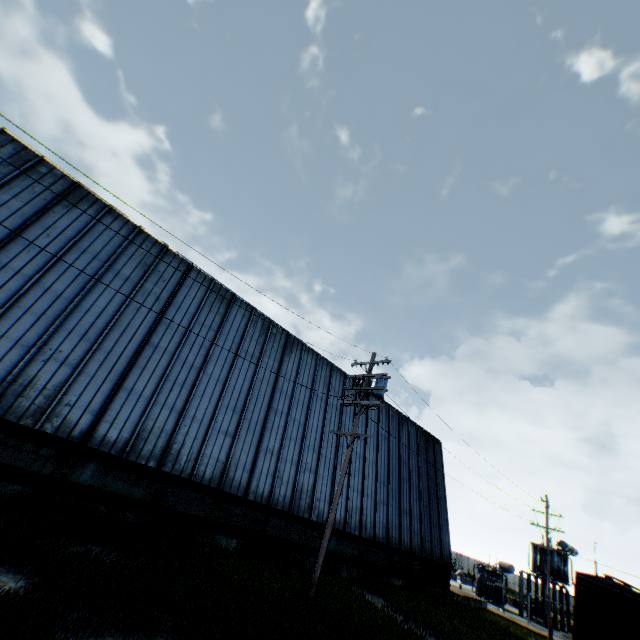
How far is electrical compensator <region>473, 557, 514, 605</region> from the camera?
32.2m

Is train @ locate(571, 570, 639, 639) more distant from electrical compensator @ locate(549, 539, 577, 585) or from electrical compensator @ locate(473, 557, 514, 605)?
electrical compensator @ locate(473, 557, 514, 605)

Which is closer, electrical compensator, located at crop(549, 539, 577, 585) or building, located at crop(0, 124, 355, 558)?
building, located at crop(0, 124, 355, 558)

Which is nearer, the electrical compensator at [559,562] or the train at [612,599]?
the train at [612,599]

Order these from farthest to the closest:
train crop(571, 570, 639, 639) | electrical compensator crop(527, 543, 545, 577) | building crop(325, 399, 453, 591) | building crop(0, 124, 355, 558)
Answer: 1. electrical compensator crop(527, 543, 545, 577)
2. building crop(325, 399, 453, 591)
3. train crop(571, 570, 639, 639)
4. building crop(0, 124, 355, 558)

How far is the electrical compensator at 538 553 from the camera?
33.31m

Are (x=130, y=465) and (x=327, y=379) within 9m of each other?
no
